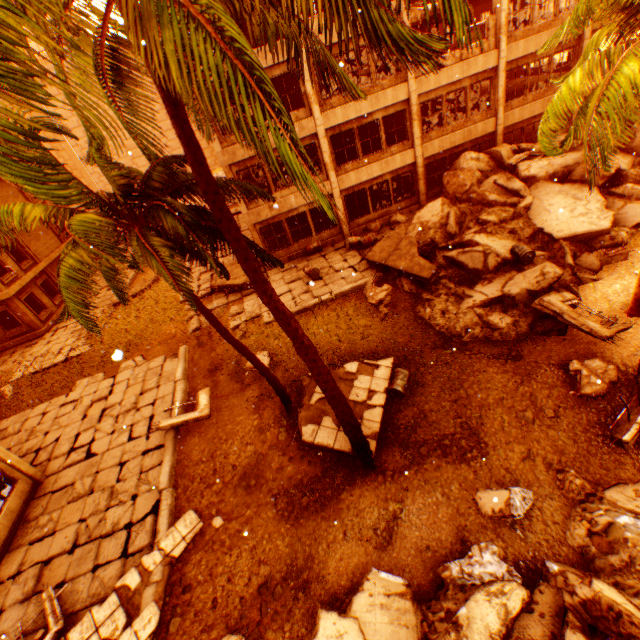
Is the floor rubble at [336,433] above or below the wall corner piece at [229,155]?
below

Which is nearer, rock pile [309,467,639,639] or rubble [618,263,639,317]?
rock pile [309,467,639,639]

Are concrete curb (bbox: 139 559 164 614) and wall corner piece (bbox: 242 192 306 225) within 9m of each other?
no

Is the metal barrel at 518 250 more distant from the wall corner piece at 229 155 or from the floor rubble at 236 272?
the floor rubble at 236 272

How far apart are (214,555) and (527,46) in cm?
2523

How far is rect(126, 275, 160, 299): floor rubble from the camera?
21.2 meters

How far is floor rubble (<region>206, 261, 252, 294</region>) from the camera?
17.2m

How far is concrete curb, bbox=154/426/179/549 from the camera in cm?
891
